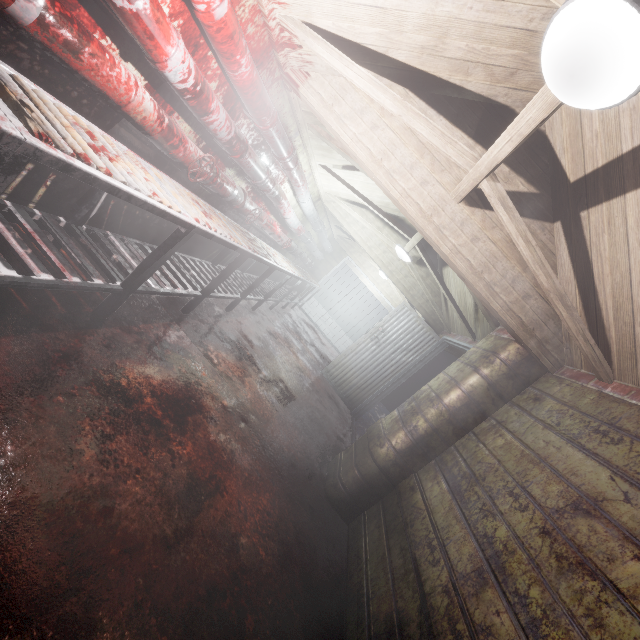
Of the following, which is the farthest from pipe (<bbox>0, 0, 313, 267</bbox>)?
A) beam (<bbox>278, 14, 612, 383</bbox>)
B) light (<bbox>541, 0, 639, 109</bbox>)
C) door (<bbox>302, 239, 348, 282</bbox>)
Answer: light (<bbox>541, 0, 639, 109</bbox>)

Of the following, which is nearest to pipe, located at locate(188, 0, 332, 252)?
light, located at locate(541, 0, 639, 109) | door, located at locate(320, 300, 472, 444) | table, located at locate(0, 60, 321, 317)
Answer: table, located at locate(0, 60, 321, 317)

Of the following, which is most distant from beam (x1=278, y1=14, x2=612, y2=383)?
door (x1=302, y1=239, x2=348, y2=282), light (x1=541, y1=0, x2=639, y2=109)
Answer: door (x1=302, y1=239, x2=348, y2=282)

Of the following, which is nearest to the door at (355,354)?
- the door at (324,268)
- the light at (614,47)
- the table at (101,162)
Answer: the table at (101,162)

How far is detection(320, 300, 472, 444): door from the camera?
5.12m

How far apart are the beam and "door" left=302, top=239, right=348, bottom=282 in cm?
652

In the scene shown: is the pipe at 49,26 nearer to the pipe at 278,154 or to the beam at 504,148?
the pipe at 278,154

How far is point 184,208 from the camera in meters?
2.0
